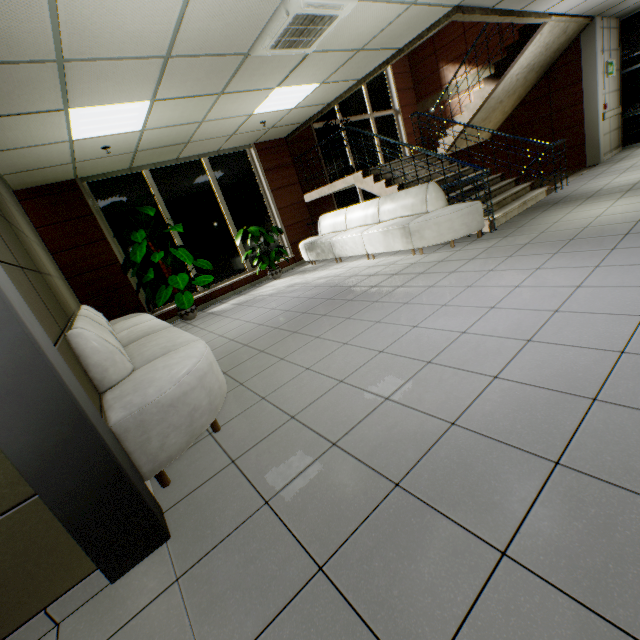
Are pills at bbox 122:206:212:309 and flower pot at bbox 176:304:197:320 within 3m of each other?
yes

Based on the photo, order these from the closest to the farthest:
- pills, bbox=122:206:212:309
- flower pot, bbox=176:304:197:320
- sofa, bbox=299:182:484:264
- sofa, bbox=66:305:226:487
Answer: sofa, bbox=66:305:226:487
sofa, bbox=299:182:484:264
pills, bbox=122:206:212:309
flower pot, bbox=176:304:197:320

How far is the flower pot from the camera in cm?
678

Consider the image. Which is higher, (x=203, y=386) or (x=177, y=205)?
(x=177, y=205)

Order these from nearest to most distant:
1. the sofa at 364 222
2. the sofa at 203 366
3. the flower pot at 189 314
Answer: the sofa at 203 366 < the sofa at 364 222 < the flower pot at 189 314

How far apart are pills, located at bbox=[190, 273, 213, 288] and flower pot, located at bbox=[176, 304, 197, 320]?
0.61m

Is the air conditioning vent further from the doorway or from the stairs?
the doorway

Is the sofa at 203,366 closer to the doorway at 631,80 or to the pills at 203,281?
the pills at 203,281
